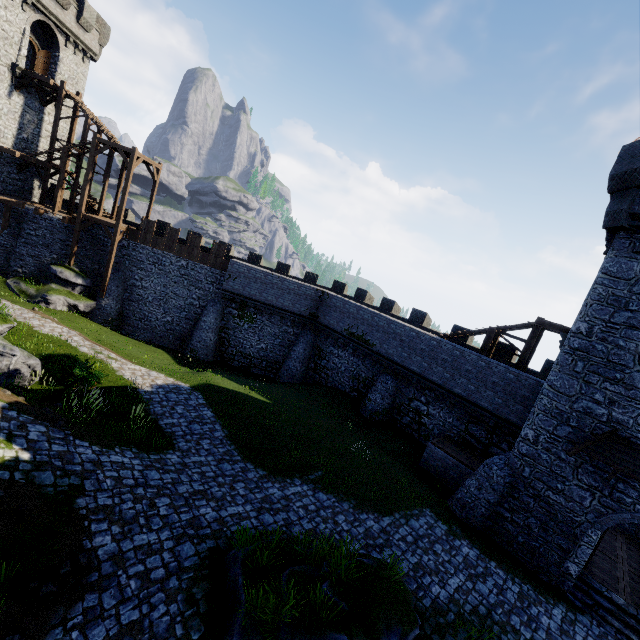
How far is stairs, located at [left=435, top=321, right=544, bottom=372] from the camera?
17.55m

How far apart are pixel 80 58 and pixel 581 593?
49.03m

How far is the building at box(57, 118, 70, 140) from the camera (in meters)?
28.81

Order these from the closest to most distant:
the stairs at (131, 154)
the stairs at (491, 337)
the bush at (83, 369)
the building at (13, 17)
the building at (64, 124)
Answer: the bush at (83, 369)
the stairs at (491, 337)
the building at (13, 17)
the stairs at (131, 154)
the building at (64, 124)

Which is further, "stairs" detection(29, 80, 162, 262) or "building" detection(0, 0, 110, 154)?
"stairs" detection(29, 80, 162, 262)

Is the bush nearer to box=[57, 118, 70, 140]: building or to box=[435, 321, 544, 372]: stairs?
box=[435, 321, 544, 372]: stairs

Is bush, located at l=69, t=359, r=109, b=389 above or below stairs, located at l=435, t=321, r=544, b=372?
below

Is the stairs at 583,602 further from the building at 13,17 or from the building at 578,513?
the building at 13,17
